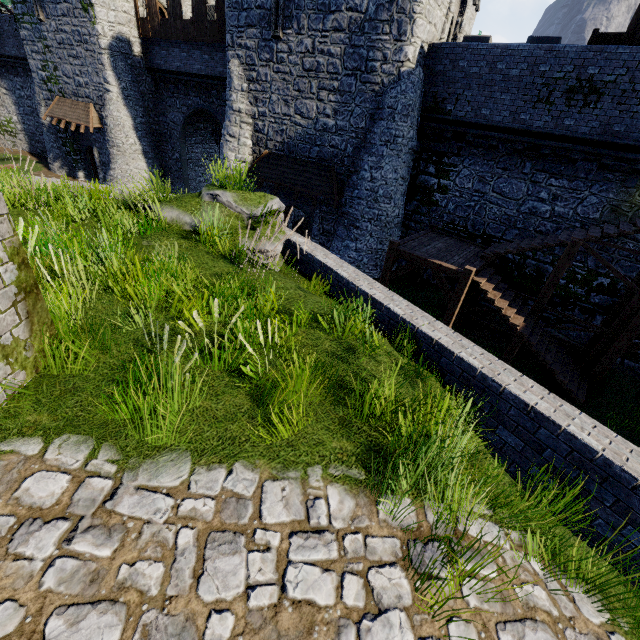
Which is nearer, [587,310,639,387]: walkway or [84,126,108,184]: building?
[587,310,639,387]: walkway

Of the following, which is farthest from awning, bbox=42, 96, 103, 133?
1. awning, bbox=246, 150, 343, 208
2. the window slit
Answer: the window slit

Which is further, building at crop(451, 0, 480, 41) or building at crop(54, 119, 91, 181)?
building at crop(54, 119, 91, 181)

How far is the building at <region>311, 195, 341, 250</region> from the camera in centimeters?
1709cm

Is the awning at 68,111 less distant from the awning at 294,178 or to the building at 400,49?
the building at 400,49

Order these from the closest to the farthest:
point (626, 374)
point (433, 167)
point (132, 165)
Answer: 1. point (626, 374)
2. point (433, 167)
3. point (132, 165)

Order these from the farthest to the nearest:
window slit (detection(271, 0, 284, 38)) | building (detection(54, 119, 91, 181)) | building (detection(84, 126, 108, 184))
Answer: building (detection(54, 119, 91, 181)), building (detection(84, 126, 108, 184)), window slit (detection(271, 0, 284, 38))

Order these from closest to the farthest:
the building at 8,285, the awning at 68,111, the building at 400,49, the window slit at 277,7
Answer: the building at 8,285 < the building at 400,49 < the window slit at 277,7 < the awning at 68,111
